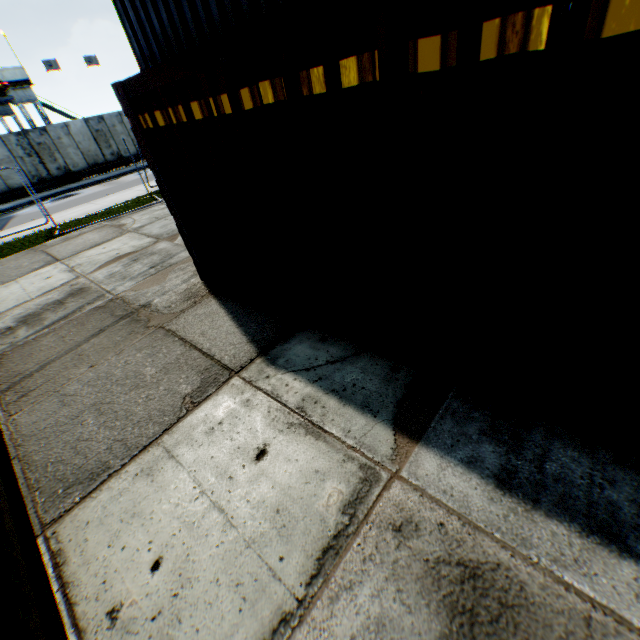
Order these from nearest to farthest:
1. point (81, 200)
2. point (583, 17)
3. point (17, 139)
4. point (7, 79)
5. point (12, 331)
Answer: point (583, 17) → point (12, 331) → point (81, 200) → point (17, 139) → point (7, 79)

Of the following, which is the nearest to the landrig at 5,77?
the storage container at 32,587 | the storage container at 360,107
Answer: the storage container at 32,587

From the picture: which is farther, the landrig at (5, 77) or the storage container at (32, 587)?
the landrig at (5, 77)

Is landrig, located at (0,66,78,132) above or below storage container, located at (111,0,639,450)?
above

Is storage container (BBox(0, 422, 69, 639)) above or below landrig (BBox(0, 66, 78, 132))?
below

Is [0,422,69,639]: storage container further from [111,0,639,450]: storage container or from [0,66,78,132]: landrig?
[0,66,78,132]: landrig
